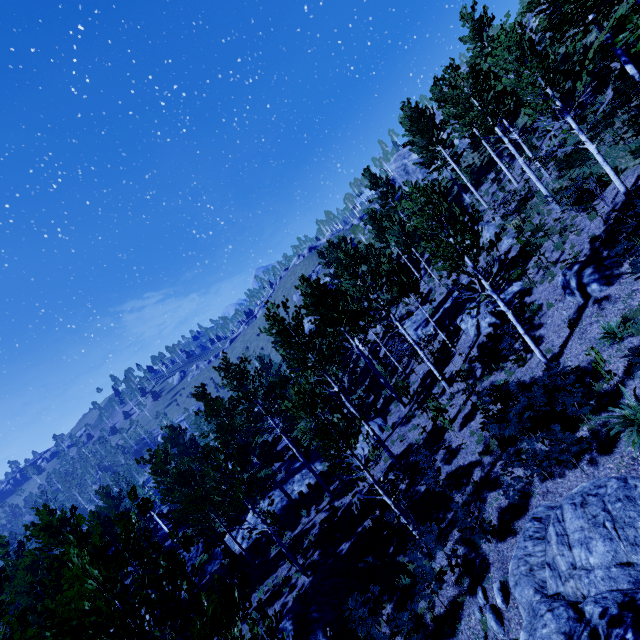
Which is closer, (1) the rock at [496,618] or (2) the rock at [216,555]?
(1) the rock at [496,618]

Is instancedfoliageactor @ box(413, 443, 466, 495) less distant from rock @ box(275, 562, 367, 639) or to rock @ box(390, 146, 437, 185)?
rock @ box(275, 562, 367, 639)

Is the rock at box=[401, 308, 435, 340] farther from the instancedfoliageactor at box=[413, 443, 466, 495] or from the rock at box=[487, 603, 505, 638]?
the rock at box=[487, 603, 505, 638]

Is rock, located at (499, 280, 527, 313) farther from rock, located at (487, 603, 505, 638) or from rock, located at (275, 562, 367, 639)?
rock, located at (275, 562, 367, 639)

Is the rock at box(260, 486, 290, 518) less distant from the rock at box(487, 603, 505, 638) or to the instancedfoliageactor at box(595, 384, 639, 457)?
the instancedfoliageactor at box(595, 384, 639, 457)

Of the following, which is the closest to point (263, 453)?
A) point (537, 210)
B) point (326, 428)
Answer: point (326, 428)

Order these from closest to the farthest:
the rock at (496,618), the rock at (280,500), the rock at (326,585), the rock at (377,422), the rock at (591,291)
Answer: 1. the rock at (496,618)
2. the rock at (326,585)
3. the rock at (591,291)
4. the rock at (377,422)
5. the rock at (280,500)

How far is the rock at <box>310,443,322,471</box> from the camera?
26.00m
